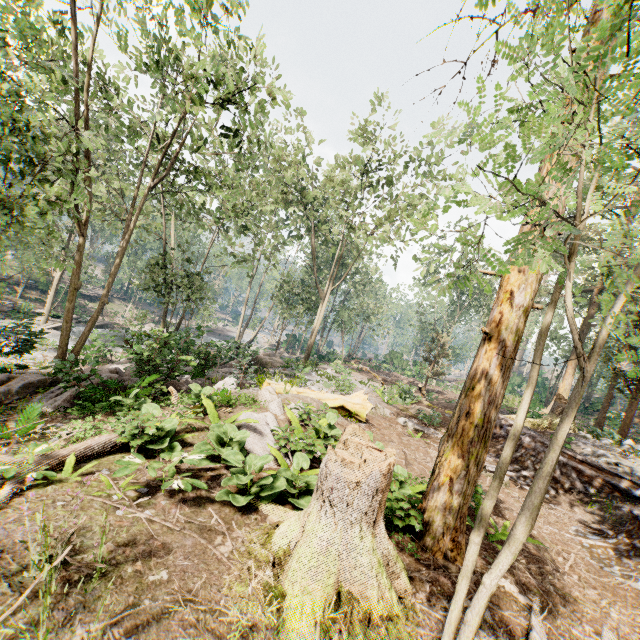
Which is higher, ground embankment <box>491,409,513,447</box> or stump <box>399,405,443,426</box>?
ground embankment <box>491,409,513,447</box>

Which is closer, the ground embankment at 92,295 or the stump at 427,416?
the stump at 427,416

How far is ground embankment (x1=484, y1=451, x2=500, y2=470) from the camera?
11.42m

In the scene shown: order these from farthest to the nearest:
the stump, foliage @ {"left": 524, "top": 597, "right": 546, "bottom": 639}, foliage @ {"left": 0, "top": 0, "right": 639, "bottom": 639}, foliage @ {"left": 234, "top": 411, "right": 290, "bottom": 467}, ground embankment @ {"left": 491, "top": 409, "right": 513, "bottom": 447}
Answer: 1. the stump
2. ground embankment @ {"left": 491, "top": 409, "right": 513, "bottom": 447}
3. foliage @ {"left": 234, "top": 411, "right": 290, "bottom": 467}
4. foliage @ {"left": 524, "top": 597, "right": 546, "bottom": 639}
5. foliage @ {"left": 0, "top": 0, "right": 639, "bottom": 639}

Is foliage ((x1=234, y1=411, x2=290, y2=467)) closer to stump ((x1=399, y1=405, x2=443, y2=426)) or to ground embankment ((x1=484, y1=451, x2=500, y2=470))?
ground embankment ((x1=484, y1=451, x2=500, y2=470))

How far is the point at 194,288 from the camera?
24.3m

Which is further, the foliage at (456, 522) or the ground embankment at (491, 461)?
the ground embankment at (491, 461)

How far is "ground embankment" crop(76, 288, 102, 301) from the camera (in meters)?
44.16
